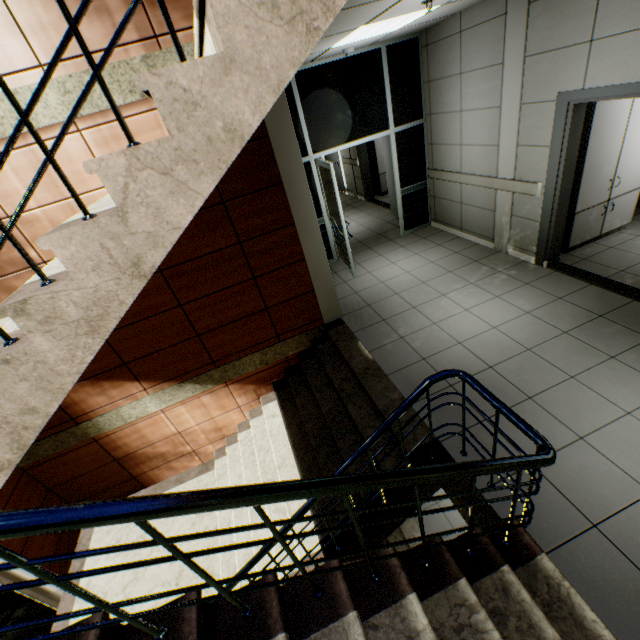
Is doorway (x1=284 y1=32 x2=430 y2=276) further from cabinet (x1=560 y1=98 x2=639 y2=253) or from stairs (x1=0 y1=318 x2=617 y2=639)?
cabinet (x1=560 y1=98 x2=639 y2=253)

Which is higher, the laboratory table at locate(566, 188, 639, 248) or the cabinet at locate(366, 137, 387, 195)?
the cabinet at locate(366, 137, 387, 195)

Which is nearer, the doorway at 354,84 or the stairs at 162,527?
the stairs at 162,527

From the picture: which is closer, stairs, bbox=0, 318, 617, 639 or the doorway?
stairs, bbox=0, 318, 617, 639

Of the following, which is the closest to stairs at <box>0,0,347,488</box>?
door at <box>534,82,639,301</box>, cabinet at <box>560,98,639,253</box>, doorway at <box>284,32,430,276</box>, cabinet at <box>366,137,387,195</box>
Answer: doorway at <box>284,32,430,276</box>

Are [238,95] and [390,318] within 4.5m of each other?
yes

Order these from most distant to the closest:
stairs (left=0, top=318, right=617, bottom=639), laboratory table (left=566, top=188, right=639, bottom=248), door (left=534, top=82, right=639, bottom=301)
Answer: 1. laboratory table (left=566, top=188, right=639, bottom=248)
2. door (left=534, top=82, right=639, bottom=301)
3. stairs (left=0, top=318, right=617, bottom=639)

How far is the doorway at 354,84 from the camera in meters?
5.2
